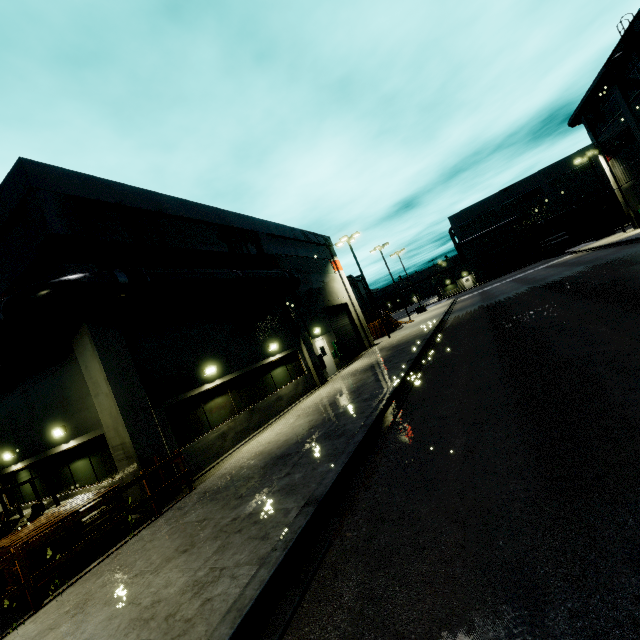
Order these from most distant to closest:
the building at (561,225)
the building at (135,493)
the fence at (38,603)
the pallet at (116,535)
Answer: the building at (561,225) < the building at (135,493) < the pallet at (116,535) < the fence at (38,603)

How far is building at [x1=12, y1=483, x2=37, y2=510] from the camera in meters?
12.9 m

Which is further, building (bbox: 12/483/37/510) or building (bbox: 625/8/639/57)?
building (bbox: 625/8/639/57)

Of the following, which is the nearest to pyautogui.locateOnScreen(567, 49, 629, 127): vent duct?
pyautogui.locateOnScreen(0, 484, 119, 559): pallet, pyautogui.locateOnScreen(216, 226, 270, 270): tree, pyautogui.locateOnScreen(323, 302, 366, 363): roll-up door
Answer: pyautogui.locateOnScreen(323, 302, 366, 363): roll-up door

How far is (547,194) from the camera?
57.9 meters

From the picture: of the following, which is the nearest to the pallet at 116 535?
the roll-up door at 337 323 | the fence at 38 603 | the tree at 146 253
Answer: the fence at 38 603

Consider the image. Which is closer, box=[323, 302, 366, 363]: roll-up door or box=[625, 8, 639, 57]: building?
box=[625, 8, 639, 57]: building

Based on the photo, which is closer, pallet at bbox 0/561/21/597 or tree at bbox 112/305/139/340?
pallet at bbox 0/561/21/597
